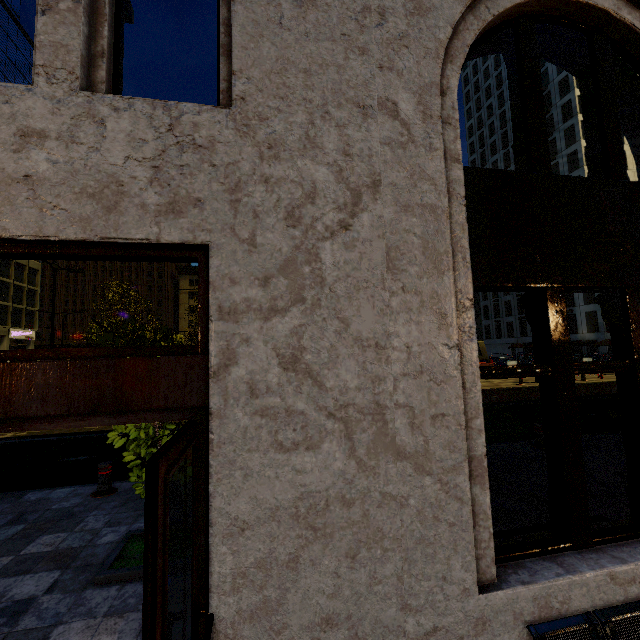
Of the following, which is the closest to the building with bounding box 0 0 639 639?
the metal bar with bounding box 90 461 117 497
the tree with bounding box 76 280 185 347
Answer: the tree with bounding box 76 280 185 347

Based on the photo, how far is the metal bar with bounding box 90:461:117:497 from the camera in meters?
6.1 m

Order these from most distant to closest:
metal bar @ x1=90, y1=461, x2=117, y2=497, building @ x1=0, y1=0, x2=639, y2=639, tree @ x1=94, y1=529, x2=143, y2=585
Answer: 1. metal bar @ x1=90, y1=461, x2=117, y2=497
2. tree @ x1=94, y1=529, x2=143, y2=585
3. building @ x1=0, y1=0, x2=639, y2=639

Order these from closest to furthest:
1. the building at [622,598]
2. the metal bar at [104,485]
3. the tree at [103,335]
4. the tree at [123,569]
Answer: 1. the building at [622,598]
2. the tree at [123,569]
3. the tree at [103,335]
4. the metal bar at [104,485]

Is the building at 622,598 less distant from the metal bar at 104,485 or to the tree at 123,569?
the tree at 123,569

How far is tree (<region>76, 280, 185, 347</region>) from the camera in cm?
456

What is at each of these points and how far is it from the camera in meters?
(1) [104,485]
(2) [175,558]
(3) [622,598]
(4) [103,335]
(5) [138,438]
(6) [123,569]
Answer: (1) metal bar, 6.1 m
(2) tree, 4.0 m
(3) building, 2.2 m
(4) tree, 4.5 m
(5) tree, 4.1 m
(6) tree, 3.8 m
